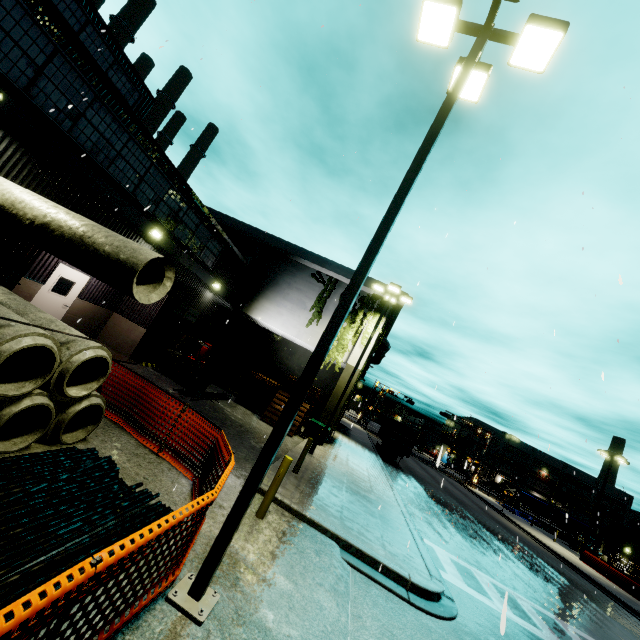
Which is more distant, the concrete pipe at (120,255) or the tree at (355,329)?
the tree at (355,329)

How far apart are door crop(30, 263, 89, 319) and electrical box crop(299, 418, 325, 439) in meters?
12.4

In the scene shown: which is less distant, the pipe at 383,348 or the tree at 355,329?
the tree at 355,329

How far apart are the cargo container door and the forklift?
18.2m

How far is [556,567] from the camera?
20.4 meters

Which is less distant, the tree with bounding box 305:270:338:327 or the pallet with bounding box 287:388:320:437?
the pallet with bounding box 287:388:320:437

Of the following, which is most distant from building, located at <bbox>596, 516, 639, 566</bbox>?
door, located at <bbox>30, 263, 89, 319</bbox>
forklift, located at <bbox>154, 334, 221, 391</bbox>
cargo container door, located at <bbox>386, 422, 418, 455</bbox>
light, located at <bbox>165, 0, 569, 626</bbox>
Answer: cargo container door, located at <bbox>386, 422, 418, 455</bbox>

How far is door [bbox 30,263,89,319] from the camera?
12.1m
